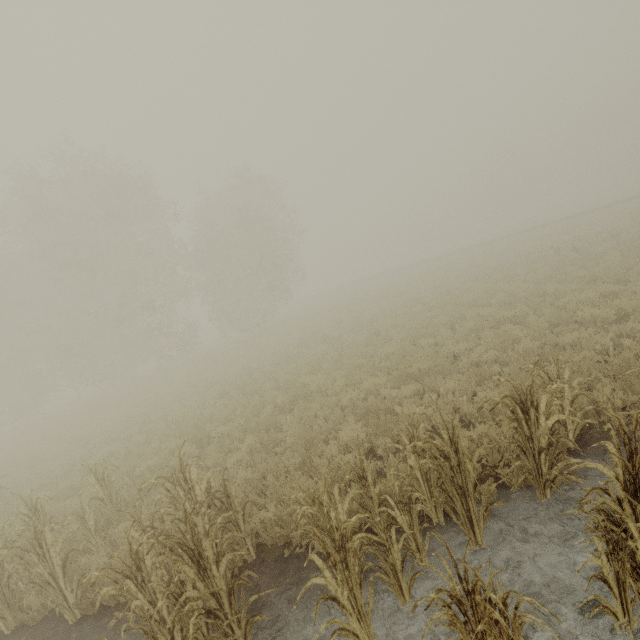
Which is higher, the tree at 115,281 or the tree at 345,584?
the tree at 115,281

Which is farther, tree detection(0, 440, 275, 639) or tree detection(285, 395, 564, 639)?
tree detection(0, 440, 275, 639)

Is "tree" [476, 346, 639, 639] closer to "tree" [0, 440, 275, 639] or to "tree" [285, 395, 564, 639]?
"tree" [285, 395, 564, 639]

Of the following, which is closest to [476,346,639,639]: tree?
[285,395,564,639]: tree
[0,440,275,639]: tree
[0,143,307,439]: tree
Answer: [285,395,564,639]: tree

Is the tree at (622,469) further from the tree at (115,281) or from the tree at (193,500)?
the tree at (115,281)

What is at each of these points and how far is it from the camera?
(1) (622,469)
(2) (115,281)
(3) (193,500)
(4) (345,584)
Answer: (1) tree, 3.0 meters
(2) tree, 23.2 meters
(3) tree, 4.9 meters
(4) tree, 3.0 meters
